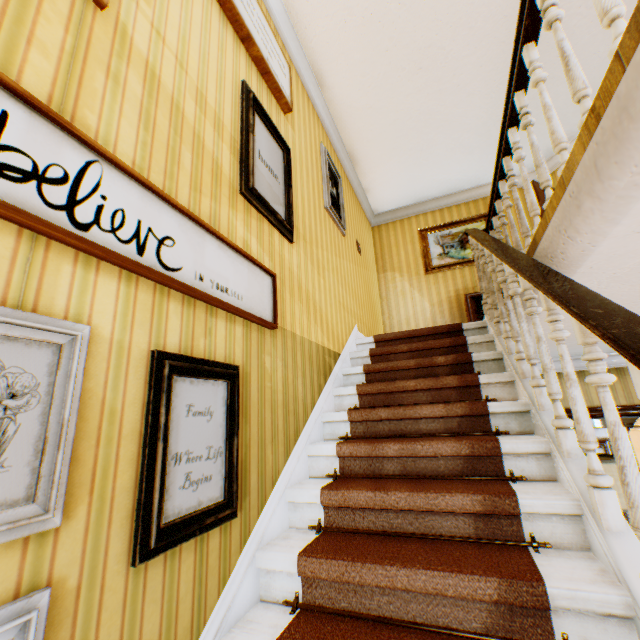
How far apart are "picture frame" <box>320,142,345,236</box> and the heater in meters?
2.4 m

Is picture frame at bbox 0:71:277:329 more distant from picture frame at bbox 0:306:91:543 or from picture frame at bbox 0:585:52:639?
picture frame at bbox 0:585:52:639

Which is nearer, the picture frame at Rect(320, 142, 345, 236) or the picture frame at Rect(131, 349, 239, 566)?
the picture frame at Rect(131, 349, 239, 566)

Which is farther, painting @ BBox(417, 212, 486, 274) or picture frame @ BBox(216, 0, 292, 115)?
painting @ BBox(417, 212, 486, 274)

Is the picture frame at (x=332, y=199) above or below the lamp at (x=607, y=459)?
above

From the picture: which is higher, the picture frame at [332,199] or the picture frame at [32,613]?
the picture frame at [332,199]

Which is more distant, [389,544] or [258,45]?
[258,45]

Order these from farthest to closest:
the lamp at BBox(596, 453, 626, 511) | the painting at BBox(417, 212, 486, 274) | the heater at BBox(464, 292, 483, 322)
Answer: the painting at BBox(417, 212, 486, 274) < the heater at BBox(464, 292, 483, 322) < the lamp at BBox(596, 453, 626, 511)
